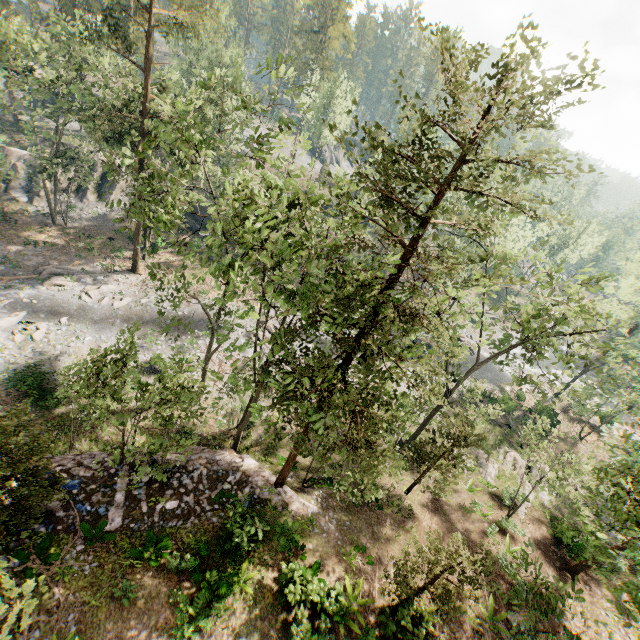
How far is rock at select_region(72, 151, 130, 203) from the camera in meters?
39.4 m

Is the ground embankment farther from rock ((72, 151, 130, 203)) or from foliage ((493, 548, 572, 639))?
rock ((72, 151, 130, 203))

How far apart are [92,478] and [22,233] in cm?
3133

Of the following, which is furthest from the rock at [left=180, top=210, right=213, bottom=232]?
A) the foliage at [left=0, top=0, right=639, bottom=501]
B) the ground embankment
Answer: the ground embankment

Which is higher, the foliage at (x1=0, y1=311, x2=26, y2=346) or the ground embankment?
the ground embankment

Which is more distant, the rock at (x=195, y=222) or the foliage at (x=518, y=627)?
the rock at (x=195, y=222)

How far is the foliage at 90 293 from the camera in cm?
2937
